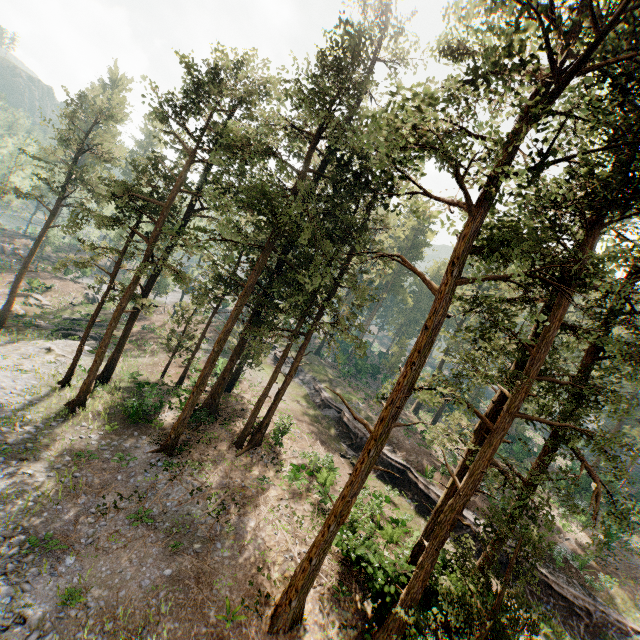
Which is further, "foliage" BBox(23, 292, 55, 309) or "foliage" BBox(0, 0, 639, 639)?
"foliage" BBox(23, 292, 55, 309)

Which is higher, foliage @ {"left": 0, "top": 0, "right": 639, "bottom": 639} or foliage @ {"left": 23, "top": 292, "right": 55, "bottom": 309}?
foliage @ {"left": 0, "top": 0, "right": 639, "bottom": 639}

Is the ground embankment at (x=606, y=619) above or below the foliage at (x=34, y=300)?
above

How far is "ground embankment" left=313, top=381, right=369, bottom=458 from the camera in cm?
2941

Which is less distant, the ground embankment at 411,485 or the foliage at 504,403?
the foliage at 504,403

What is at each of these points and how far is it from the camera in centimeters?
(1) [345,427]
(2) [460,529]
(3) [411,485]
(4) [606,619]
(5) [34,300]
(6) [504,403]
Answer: (1) ground embankment, 3128cm
(2) ground embankment, 2339cm
(3) ground embankment, 2609cm
(4) ground embankment, 2062cm
(5) foliage, 4150cm
(6) foliage, 1588cm

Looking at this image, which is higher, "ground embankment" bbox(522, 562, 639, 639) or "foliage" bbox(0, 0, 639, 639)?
"foliage" bbox(0, 0, 639, 639)
